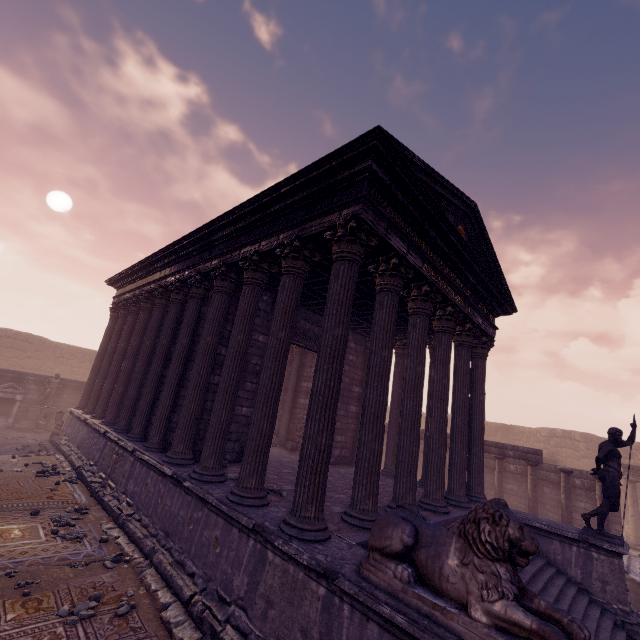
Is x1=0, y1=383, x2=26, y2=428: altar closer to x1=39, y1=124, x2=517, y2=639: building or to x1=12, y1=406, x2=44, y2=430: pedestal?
x1=12, y1=406, x2=44, y2=430: pedestal

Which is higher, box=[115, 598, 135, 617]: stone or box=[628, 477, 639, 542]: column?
box=[628, 477, 639, 542]: column

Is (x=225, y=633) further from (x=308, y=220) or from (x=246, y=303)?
(x=308, y=220)

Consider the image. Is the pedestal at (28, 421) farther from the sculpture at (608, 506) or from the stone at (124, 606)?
the sculpture at (608, 506)

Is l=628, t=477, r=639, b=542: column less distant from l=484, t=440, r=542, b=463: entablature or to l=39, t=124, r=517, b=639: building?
l=484, t=440, r=542, b=463: entablature

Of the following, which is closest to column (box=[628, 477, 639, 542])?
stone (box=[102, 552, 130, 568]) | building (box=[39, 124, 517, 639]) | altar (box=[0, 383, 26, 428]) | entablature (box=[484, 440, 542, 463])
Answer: entablature (box=[484, 440, 542, 463])

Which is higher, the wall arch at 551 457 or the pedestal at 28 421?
the wall arch at 551 457

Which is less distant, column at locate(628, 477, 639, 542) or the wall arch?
column at locate(628, 477, 639, 542)
